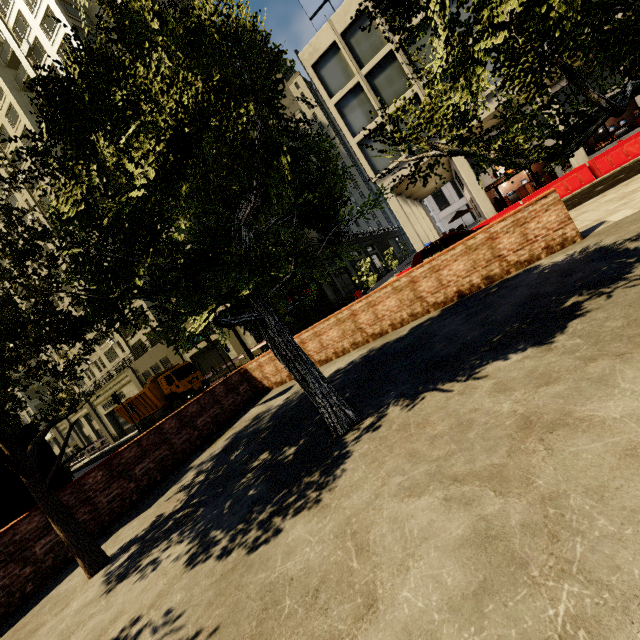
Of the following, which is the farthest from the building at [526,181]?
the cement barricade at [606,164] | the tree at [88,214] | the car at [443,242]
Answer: the tree at [88,214]

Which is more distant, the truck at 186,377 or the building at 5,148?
the building at 5,148

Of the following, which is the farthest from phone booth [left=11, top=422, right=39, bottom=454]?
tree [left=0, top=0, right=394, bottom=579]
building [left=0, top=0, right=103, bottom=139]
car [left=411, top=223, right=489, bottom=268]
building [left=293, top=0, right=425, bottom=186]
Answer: building [left=293, top=0, right=425, bottom=186]

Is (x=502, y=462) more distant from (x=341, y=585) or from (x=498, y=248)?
(x=498, y=248)

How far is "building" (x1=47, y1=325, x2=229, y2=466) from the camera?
33.2 meters

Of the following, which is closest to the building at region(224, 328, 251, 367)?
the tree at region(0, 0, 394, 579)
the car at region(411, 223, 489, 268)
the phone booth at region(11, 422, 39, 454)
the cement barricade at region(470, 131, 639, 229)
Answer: the tree at region(0, 0, 394, 579)

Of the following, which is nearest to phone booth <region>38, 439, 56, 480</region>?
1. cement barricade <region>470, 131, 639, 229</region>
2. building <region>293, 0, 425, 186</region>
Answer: cement barricade <region>470, 131, 639, 229</region>
